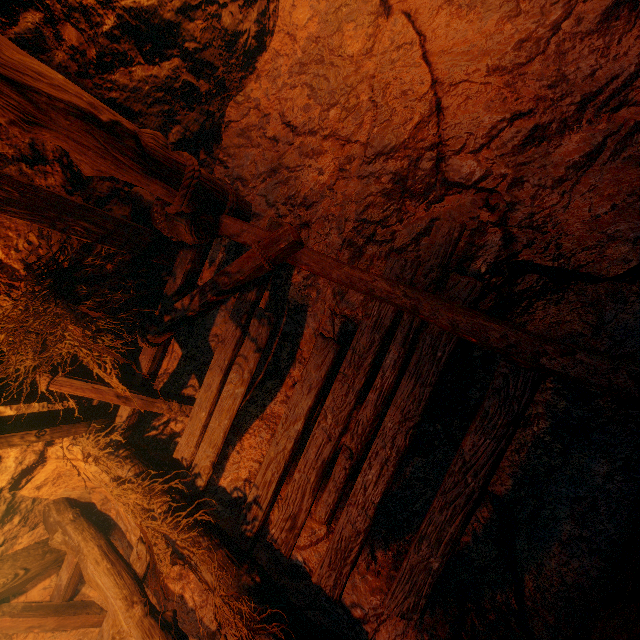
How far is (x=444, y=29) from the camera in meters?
2.9
